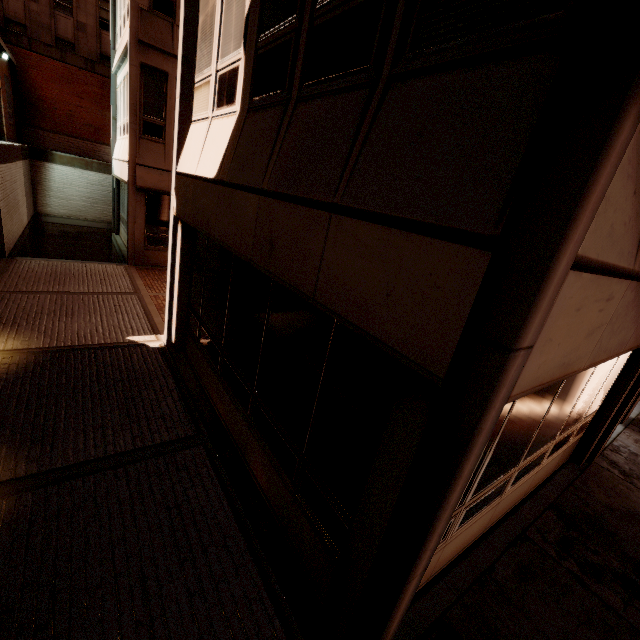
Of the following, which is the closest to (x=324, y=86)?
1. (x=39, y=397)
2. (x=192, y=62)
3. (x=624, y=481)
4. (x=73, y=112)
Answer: (x=192, y=62)
